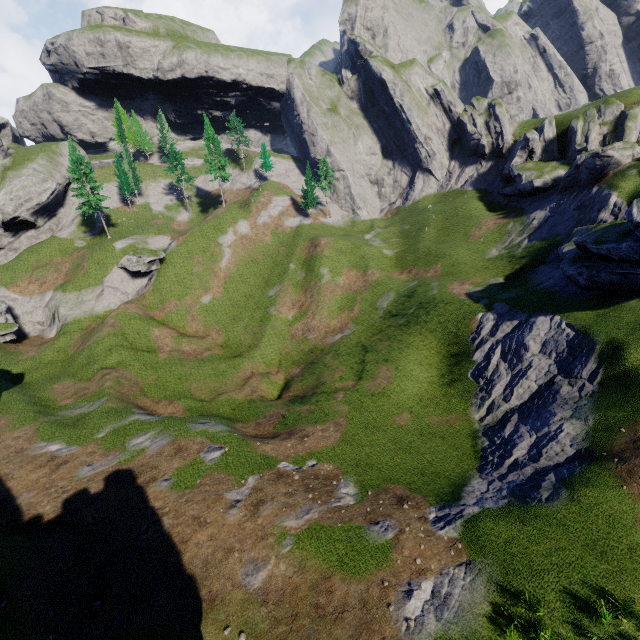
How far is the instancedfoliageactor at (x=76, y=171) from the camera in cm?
5384

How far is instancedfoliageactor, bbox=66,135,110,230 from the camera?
53.8m

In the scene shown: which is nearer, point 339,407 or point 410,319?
point 339,407
